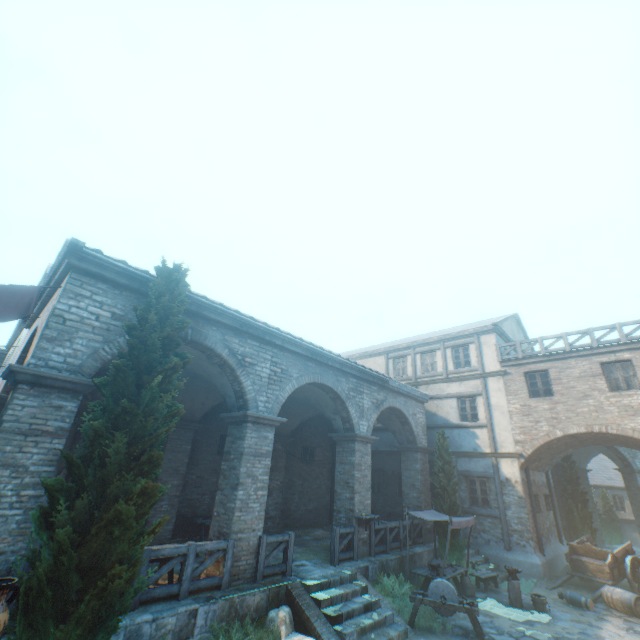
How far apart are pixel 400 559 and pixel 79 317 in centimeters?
1289cm

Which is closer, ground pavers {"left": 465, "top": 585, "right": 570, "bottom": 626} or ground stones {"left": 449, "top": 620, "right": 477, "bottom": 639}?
ground stones {"left": 449, "top": 620, "right": 477, "bottom": 639}

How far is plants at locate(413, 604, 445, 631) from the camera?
8.46m

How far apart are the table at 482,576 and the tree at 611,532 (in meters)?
24.44

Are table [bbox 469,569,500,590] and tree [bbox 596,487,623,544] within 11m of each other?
no

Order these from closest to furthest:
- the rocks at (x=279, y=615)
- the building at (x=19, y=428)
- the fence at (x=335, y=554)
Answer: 1. the building at (x=19, y=428)
2. the rocks at (x=279, y=615)
3. the fence at (x=335, y=554)

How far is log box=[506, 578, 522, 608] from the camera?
10.4 meters

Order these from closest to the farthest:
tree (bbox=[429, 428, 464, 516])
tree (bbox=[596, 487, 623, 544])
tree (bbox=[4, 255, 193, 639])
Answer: tree (bbox=[4, 255, 193, 639]), tree (bbox=[429, 428, 464, 516]), tree (bbox=[596, 487, 623, 544])
